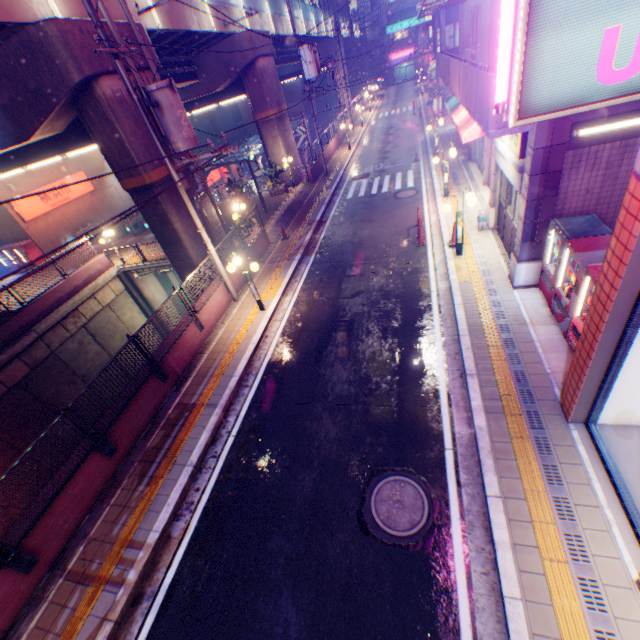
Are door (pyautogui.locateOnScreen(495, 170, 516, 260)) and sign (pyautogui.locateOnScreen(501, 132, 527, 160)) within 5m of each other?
yes

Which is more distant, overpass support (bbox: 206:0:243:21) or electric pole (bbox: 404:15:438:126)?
Result: electric pole (bbox: 404:15:438:126)

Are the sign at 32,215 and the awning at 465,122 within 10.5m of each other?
no

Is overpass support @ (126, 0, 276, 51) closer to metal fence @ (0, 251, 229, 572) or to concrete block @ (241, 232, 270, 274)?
metal fence @ (0, 251, 229, 572)

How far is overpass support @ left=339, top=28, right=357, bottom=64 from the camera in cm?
4501

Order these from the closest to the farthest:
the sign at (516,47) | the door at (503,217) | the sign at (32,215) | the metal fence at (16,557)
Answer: the sign at (516,47) < the metal fence at (16,557) < the door at (503,217) < the sign at (32,215)

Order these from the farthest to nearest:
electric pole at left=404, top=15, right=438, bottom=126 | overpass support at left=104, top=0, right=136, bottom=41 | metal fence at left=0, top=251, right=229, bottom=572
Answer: electric pole at left=404, top=15, right=438, bottom=126 → overpass support at left=104, top=0, right=136, bottom=41 → metal fence at left=0, top=251, right=229, bottom=572

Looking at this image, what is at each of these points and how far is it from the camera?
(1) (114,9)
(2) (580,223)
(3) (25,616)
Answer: (1) overpass support, 11.23m
(2) vending machine, 7.63m
(3) concrete curb, 5.92m
